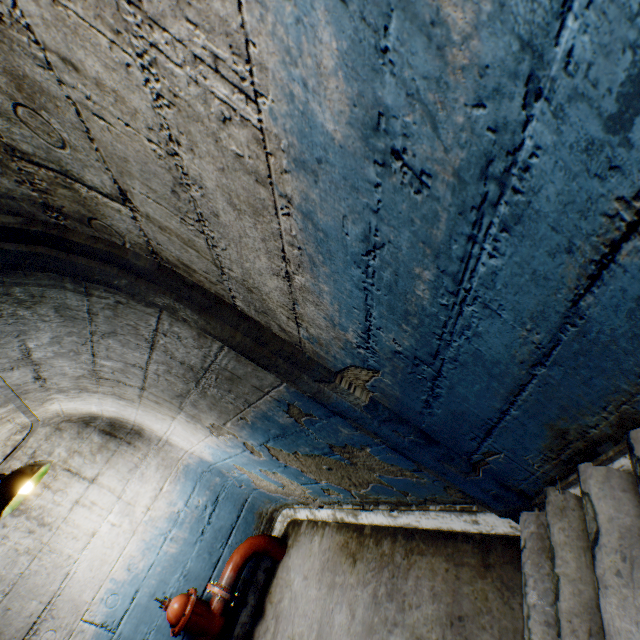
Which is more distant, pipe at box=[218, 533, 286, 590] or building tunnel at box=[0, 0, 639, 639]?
pipe at box=[218, 533, 286, 590]

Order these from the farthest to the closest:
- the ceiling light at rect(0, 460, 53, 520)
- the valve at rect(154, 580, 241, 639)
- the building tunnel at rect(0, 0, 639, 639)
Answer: the valve at rect(154, 580, 241, 639) < the ceiling light at rect(0, 460, 53, 520) < the building tunnel at rect(0, 0, 639, 639)

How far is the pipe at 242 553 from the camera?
3.44m

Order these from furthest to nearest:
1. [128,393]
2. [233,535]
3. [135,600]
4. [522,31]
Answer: [233,535] < [135,600] < [128,393] < [522,31]

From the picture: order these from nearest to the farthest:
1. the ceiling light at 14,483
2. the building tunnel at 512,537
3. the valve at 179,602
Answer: the building tunnel at 512,537, the ceiling light at 14,483, the valve at 179,602

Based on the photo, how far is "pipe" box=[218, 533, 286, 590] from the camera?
3.44m

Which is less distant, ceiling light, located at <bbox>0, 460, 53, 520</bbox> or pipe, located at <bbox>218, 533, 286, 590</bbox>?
ceiling light, located at <bbox>0, 460, 53, 520</bbox>

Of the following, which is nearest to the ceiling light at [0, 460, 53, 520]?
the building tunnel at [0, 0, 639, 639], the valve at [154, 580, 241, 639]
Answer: the building tunnel at [0, 0, 639, 639]
